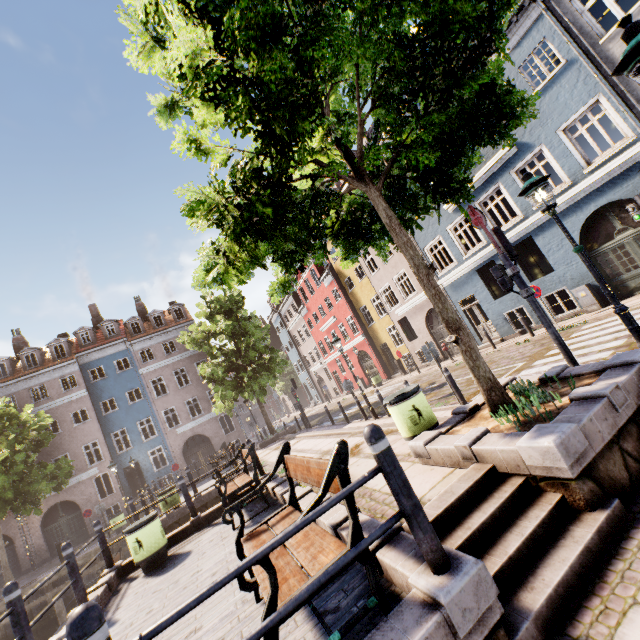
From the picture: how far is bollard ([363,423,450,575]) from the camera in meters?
2.3 m

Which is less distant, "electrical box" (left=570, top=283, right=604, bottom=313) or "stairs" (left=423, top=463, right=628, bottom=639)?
"stairs" (left=423, top=463, right=628, bottom=639)

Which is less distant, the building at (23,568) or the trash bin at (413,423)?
the trash bin at (413,423)

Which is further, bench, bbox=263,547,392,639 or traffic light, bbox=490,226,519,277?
traffic light, bbox=490,226,519,277

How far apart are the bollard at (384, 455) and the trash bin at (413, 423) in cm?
307

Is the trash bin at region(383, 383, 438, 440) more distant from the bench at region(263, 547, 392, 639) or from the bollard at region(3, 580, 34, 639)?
the bollard at region(3, 580, 34, 639)

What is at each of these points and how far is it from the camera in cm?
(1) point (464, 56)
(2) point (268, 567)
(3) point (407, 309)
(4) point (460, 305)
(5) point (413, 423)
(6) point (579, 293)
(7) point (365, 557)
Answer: (1) tree, 443
(2) bench, 220
(3) building, 2209
(4) building, 1795
(5) trash bin, 547
(6) electrical box, 1254
(7) bench, 242

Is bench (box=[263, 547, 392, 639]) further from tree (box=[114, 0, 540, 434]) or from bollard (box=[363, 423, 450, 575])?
tree (box=[114, 0, 540, 434])
